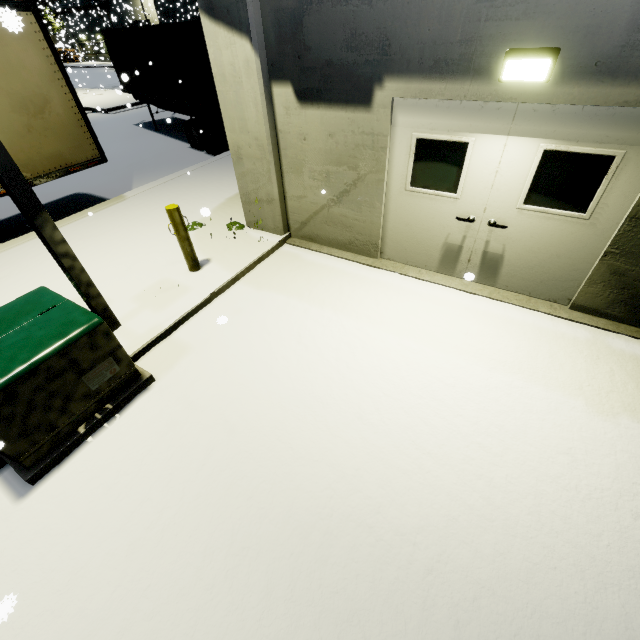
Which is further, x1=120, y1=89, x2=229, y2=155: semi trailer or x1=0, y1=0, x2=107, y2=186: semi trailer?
x1=120, y1=89, x2=229, y2=155: semi trailer

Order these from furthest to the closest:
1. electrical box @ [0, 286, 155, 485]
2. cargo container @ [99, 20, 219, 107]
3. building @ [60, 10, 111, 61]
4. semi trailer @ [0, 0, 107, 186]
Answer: building @ [60, 10, 111, 61]
cargo container @ [99, 20, 219, 107]
semi trailer @ [0, 0, 107, 186]
electrical box @ [0, 286, 155, 485]

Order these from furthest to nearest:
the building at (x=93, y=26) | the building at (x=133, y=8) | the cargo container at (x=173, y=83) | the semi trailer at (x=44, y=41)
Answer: the building at (x=93, y=26) → the building at (x=133, y=8) → the cargo container at (x=173, y=83) → the semi trailer at (x=44, y=41)

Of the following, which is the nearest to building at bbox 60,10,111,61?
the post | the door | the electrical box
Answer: the door

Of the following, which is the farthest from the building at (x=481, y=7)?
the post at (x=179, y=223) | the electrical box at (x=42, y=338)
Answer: the electrical box at (x=42, y=338)

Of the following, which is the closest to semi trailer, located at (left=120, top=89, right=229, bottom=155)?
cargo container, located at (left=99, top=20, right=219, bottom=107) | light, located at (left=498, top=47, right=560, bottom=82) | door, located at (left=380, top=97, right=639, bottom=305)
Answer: cargo container, located at (left=99, top=20, right=219, bottom=107)

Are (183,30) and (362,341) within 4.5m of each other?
no

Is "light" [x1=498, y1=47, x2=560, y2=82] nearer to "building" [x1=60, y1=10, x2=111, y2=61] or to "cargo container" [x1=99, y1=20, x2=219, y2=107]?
"building" [x1=60, y1=10, x2=111, y2=61]
